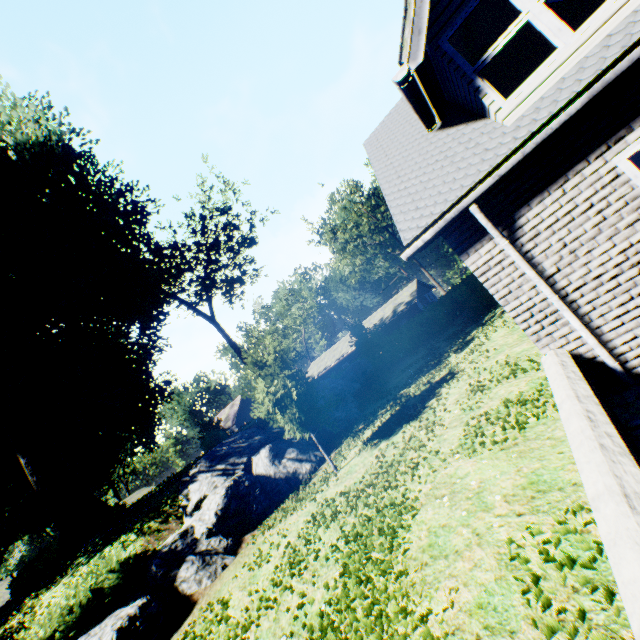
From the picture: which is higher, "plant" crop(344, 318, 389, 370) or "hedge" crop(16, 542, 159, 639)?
"plant" crop(344, 318, 389, 370)

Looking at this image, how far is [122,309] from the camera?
26.20m

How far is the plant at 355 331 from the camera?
26.9m

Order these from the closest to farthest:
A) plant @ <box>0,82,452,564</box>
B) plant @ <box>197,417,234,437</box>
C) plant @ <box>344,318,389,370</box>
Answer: plant @ <box>0,82,452,564</box> → plant @ <box>344,318,389,370</box> → plant @ <box>197,417,234,437</box>

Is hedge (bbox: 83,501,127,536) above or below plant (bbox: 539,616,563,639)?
above

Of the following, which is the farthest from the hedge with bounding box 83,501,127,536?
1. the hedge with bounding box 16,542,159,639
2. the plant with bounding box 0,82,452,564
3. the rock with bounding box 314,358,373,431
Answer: the hedge with bounding box 16,542,159,639

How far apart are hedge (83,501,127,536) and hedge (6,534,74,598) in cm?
273

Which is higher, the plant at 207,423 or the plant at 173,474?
the plant at 207,423
